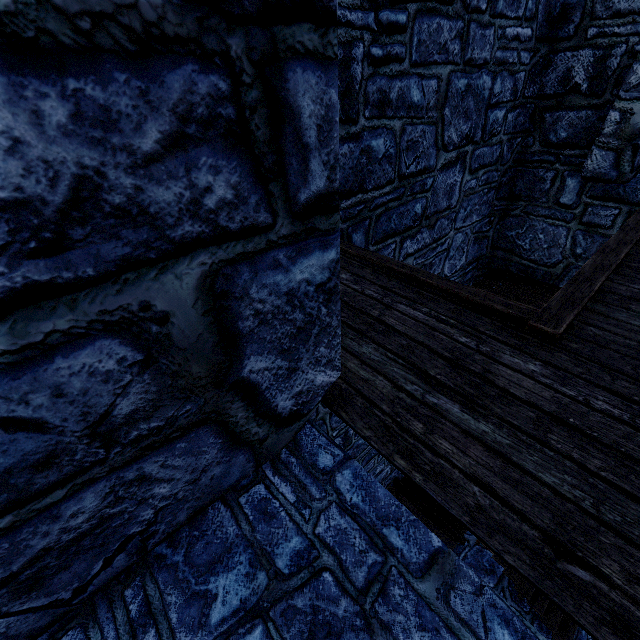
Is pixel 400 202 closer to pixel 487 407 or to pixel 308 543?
pixel 487 407
